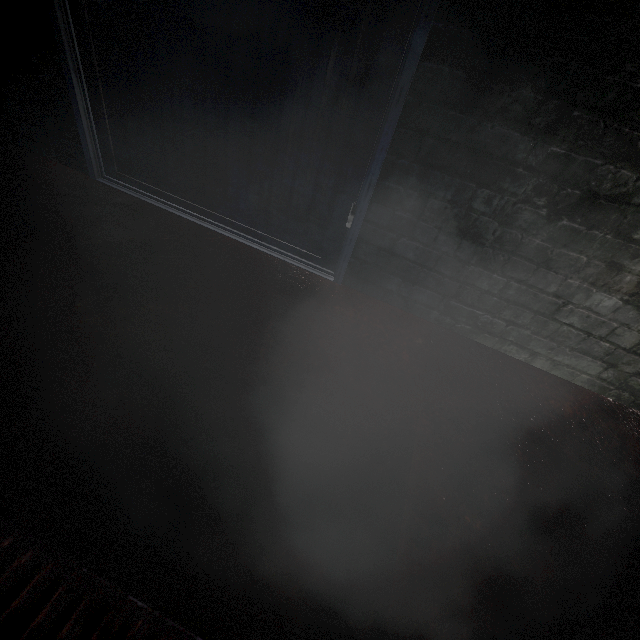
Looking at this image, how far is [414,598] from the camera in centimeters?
81cm
